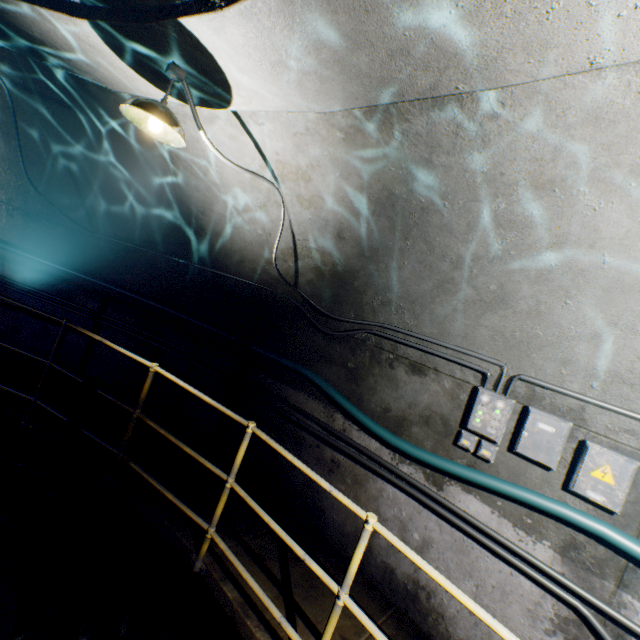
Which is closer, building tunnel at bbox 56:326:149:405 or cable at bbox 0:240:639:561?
cable at bbox 0:240:639:561

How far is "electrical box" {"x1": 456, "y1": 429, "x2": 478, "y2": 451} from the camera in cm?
288

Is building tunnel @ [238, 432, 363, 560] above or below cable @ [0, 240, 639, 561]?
below

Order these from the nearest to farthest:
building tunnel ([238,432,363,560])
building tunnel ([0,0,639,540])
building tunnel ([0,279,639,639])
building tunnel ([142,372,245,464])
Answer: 1. building tunnel ([0,0,639,540])
2. building tunnel ([0,279,639,639])
3. building tunnel ([238,432,363,560])
4. building tunnel ([142,372,245,464])

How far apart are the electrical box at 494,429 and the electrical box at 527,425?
0.1m

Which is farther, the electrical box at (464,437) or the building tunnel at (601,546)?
the electrical box at (464,437)

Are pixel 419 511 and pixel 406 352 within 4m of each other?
yes
